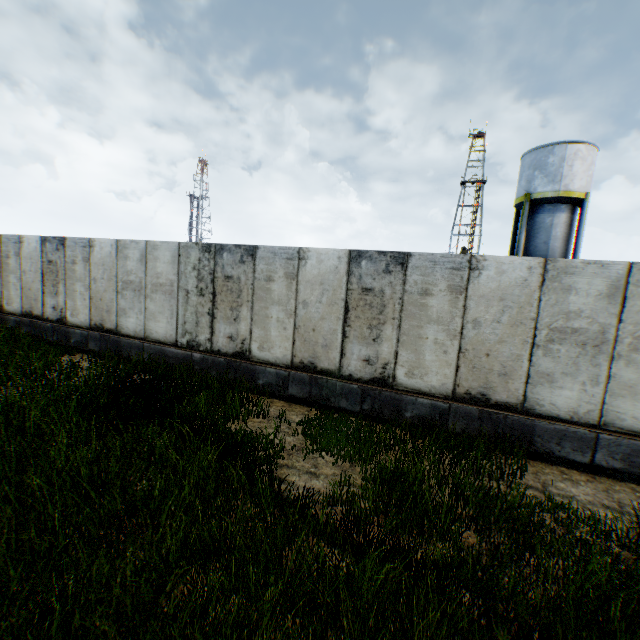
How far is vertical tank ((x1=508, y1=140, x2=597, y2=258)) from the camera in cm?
1947

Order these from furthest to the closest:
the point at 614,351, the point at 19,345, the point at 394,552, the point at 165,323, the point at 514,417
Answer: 1. the point at 19,345
2. the point at 165,323
3. the point at 514,417
4. the point at 614,351
5. the point at 394,552

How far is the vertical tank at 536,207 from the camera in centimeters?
1947cm
